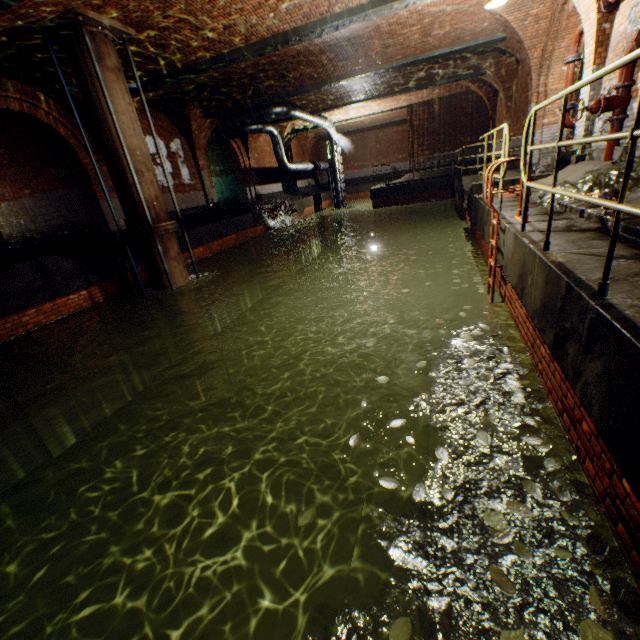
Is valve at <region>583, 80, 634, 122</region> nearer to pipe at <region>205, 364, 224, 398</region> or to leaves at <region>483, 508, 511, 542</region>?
leaves at <region>483, 508, 511, 542</region>

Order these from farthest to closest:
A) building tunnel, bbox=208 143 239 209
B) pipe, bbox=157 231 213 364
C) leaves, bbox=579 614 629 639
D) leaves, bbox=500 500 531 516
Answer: building tunnel, bbox=208 143 239 209 → pipe, bbox=157 231 213 364 → leaves, bbox=500 500 531 516 → leaves, bbox=579 614 629 639

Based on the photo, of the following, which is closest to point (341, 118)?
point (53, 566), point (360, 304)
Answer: point (360, 304)

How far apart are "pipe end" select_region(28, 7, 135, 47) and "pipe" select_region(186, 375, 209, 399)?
8.4m

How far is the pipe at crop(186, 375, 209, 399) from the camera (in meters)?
10.14

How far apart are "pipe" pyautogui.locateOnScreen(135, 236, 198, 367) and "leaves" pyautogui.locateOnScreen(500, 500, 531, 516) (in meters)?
8.86

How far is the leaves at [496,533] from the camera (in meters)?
1.96
